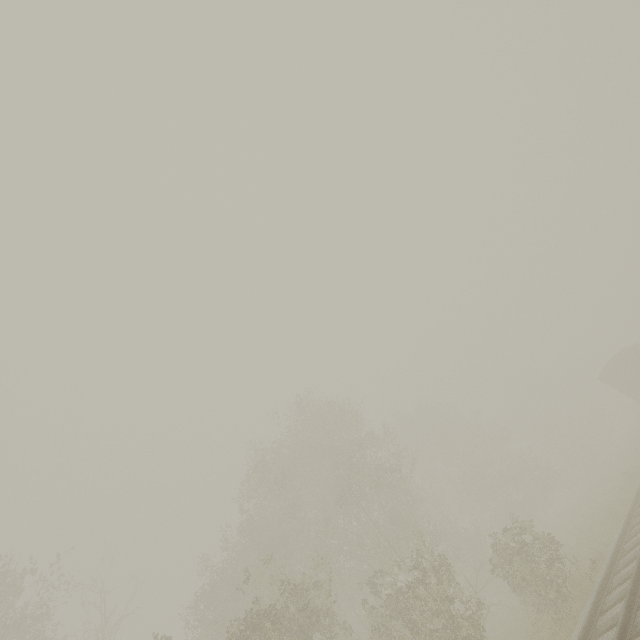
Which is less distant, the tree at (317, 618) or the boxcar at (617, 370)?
the tree at (317, 618)

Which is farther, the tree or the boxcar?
the boxcar

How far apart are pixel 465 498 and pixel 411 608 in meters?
26.1
